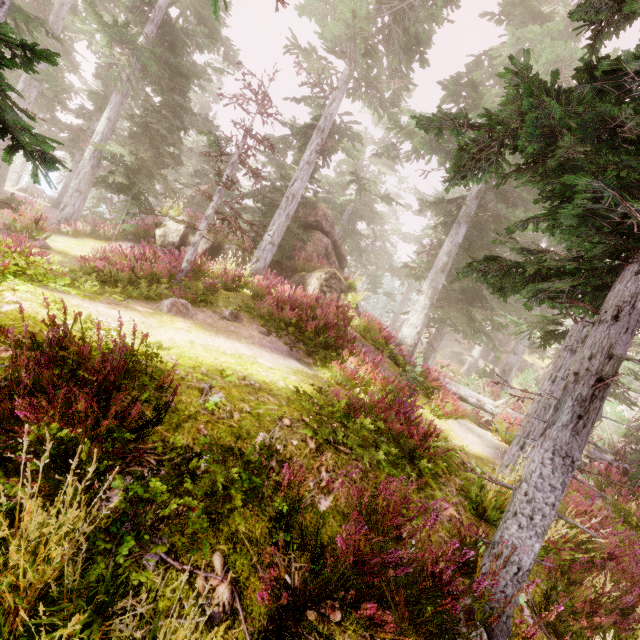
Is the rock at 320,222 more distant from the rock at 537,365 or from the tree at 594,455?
the rock at 537,365

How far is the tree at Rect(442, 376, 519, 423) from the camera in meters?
12.4 m

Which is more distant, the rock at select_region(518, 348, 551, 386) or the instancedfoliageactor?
the rock at select_region(518, 348, 551, 386)

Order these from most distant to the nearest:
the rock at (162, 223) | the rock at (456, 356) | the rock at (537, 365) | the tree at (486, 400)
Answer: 1. the rock at (537, 365)
2. the rock at (456, 356)
3. the rock at (162, 223)
4. the tree at (486, 400)

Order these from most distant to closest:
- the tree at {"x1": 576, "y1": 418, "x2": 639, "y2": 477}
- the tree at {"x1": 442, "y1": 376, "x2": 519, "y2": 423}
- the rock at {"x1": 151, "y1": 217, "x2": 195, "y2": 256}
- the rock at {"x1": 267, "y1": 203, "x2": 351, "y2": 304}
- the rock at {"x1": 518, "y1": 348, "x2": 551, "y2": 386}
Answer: the rock at {"x1": 518, "y1": 348, "x2": 551, "y2": 386} < the rock at {"x1": 151, "y1": 217, "x2": 195, "y2": 256} < the rock at {"x1": 267, "y1": 203, "x2": 351, "y2": 304} < the tree at {"x1": 442, "y1": 376, "x2": 519, "y2": 423} < the tree at {"x1": 576, "y1": 418, "x2": 639, "y2": 477}

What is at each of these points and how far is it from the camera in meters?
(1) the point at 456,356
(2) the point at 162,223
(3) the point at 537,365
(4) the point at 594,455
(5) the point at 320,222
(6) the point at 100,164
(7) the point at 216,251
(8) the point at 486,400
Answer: (1) rock, 39.4
(2) rock, 16.0
(3) rock, 44.7
(4) tree, 12.7
(5) rock, 19.3
(6) instancedfoliageactor, 30.8
(7) rock, 16.2
(8) tree, 12.5

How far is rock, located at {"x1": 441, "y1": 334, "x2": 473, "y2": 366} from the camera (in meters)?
38.59

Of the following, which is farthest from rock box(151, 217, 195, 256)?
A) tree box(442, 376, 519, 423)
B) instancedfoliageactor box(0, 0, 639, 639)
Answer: tree box(442, 376, 519, 423)
